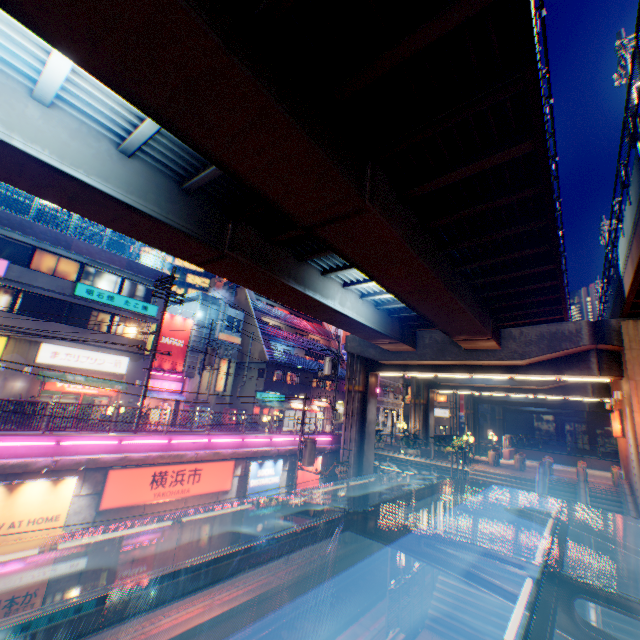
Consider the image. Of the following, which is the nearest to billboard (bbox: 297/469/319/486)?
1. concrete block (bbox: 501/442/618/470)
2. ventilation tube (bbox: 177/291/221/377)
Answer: ventilation tube (bbox: 177/291/221/377)

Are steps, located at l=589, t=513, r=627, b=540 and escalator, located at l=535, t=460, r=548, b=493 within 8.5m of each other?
yes

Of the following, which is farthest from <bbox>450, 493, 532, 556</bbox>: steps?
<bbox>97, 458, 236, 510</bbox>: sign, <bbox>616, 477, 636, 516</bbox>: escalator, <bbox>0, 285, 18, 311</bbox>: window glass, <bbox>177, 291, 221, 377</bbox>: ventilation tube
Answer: <bbox>0, 285, 18, 311</bbox>: window glass

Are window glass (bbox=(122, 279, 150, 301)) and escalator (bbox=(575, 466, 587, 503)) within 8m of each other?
no

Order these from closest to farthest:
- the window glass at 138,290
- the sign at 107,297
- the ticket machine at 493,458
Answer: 1. the sign at 107,297
2. the ticket machine at 493,458
3. the window glass at 138,290

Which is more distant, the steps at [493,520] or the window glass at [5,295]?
the window glass at [5,295]

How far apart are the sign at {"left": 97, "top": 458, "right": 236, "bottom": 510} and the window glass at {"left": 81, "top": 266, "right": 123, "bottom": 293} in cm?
1520

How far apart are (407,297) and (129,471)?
14.3 meters
